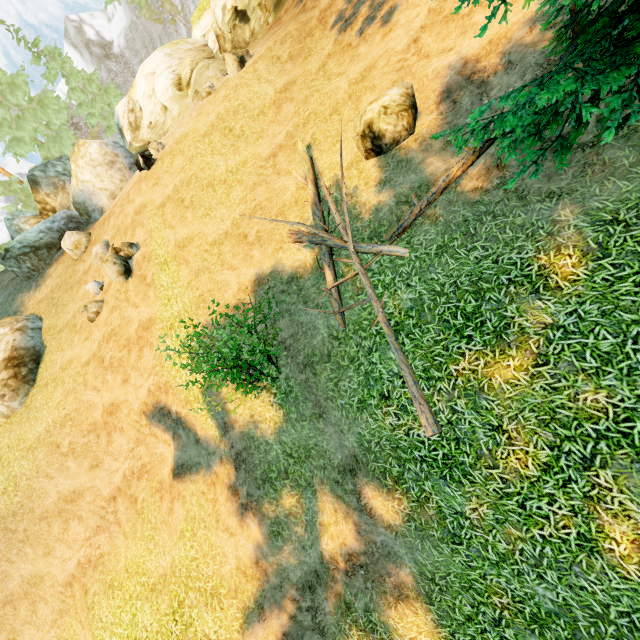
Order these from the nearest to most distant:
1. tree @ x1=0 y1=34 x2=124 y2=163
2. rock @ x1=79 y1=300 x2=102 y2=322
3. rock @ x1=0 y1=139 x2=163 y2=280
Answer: rock @ x1=79 y1=300 x2=102 y2=322 < rock @ x1=0 y1=139 x2=163 y2=280 < tree @ x1=0 y1=34 x2=124 y2=163

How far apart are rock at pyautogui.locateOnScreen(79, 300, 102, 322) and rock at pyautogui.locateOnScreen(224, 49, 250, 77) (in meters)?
11.39

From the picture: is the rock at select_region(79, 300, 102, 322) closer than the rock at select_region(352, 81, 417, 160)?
A: No

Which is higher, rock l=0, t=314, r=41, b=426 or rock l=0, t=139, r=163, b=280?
rock l=0, t=139, r=163, b=280

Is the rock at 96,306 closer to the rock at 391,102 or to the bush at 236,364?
the bush at 236,364

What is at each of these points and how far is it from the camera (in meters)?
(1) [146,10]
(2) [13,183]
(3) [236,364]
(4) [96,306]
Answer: (1) tree, 22.83
(2) tree, 27.91
(3) bush, 7.06
(4) rock, 13.62

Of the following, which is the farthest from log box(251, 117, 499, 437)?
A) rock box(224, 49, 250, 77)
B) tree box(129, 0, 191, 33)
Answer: rock box(224, 49, 250, 77)

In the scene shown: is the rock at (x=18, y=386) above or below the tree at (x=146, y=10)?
below
